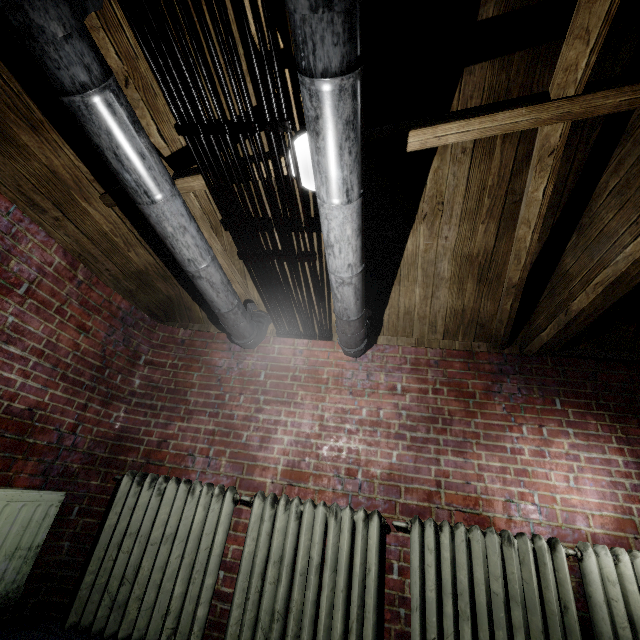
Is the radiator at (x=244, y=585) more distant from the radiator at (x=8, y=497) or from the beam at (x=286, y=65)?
the beam at (x=286, y=65)

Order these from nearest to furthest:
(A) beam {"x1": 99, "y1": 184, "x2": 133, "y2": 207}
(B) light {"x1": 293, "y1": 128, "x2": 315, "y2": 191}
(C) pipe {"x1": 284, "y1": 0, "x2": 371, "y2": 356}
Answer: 1. (C) pipe {"x1": 284, "y1": 0, "x2": 371, "y2": 356}
2. (B) light {"x1": 293, "y1": 128, "x2": 315, "y2": 191}
3. (A) beam {"x1": 99, "y1": 184, "x2": 133, "y2": 207}

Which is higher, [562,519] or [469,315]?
[469,315]

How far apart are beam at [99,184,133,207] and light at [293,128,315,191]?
0.0 meters

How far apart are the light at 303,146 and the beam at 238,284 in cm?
2

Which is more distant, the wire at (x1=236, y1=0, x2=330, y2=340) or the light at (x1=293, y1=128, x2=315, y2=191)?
the light at (x1=293, y1=128, x2=315, y2=191)

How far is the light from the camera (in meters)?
1.47
